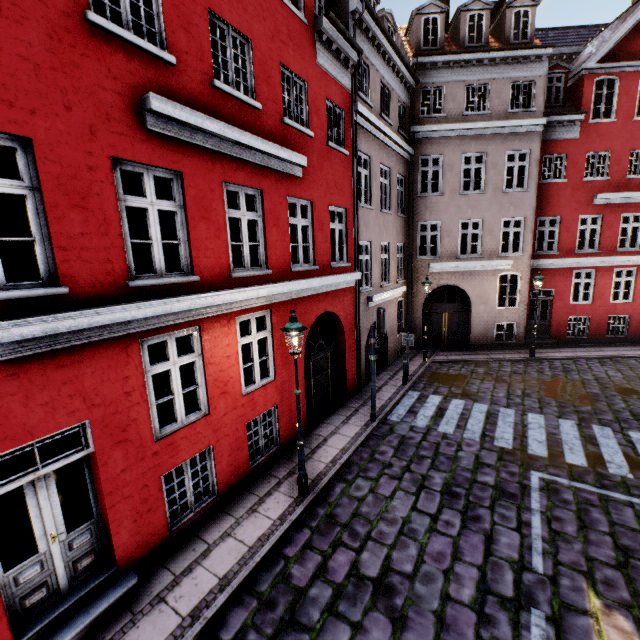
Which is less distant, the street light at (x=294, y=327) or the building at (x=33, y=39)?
the building at (x=33, y=39)

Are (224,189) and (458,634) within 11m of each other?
yes

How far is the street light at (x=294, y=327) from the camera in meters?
6.1

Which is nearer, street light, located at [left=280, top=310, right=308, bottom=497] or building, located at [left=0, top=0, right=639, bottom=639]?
building, located at [left=0, top=0, right=639, bottom=639]

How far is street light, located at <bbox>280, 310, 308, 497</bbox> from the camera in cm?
607
